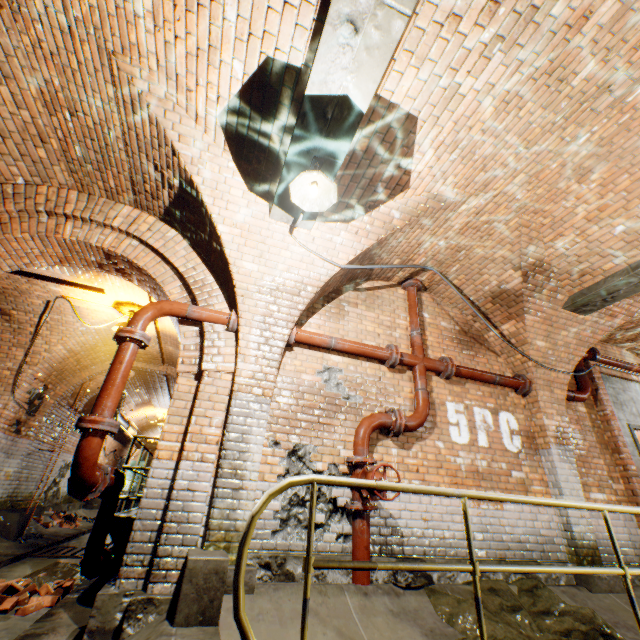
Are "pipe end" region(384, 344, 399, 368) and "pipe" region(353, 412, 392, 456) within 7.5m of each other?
yes

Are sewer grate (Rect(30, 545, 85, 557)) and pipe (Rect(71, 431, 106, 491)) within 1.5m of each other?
no

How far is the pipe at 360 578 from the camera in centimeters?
340cm

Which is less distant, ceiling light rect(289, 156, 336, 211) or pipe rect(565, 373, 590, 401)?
ceiling light rect(289, 156, 336, 211)

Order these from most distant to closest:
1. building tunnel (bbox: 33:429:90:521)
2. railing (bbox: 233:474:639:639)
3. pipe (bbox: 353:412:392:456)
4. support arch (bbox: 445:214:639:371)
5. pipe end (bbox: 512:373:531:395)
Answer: building tunnel (bbox: 33:429:90:521)
pipe end (bbox: 512:373:531:395)
support arch (bbox: 445:214:639:371)
pipe (bbox: 353:412:392:456)
railing (bbox: 233:474:639:639)

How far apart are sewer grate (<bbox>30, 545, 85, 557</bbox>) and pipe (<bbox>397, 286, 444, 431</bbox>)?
7.4m

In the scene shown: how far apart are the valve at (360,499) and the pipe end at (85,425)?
2.7m

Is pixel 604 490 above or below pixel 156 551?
above
